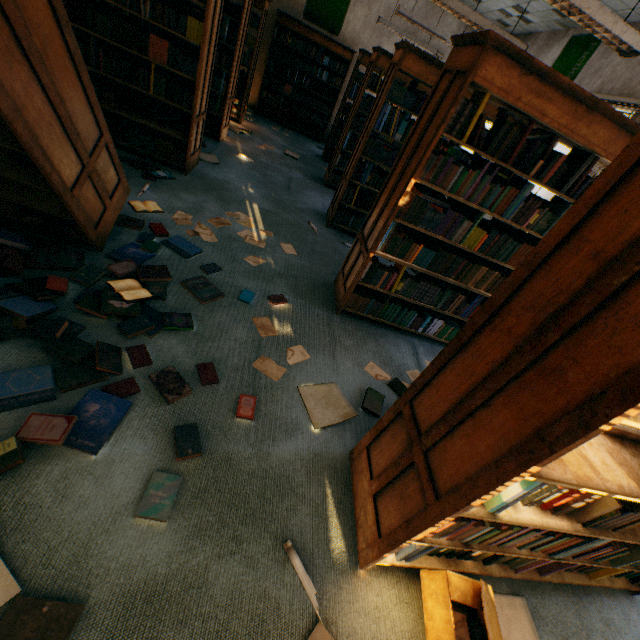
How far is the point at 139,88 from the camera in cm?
361

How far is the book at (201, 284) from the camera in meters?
2.5

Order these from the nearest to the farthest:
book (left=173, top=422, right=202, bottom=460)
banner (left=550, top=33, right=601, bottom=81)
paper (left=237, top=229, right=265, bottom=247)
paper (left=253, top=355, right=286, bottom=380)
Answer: book (left=173, top=422, right=202, bottom=460) < paper (left=253, top=355, right=286, bottom=380) < paper (left=237, top=229, right=265, bottom=247) < banner (left=550, top=33, right=601, bottom=81)

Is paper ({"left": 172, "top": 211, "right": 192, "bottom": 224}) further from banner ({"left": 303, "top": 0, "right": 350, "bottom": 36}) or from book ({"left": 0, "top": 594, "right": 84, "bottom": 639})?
banner ({"left": 303, "top": 0, "right": 350, "bottom": 36})

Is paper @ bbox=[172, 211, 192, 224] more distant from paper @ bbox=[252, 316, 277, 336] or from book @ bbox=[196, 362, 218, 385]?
paper @ bbox=[252, 316, 277, 336]

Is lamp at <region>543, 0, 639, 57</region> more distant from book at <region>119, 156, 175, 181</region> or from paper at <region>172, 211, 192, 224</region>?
book at <region>119, 156, 175, 181</region>

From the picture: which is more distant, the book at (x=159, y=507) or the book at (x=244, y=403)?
the book at (x=244, y=403)

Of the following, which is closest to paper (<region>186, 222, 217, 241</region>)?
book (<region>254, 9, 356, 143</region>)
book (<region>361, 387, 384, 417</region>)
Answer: book (<region>361, 387, 384, 417</region>)
